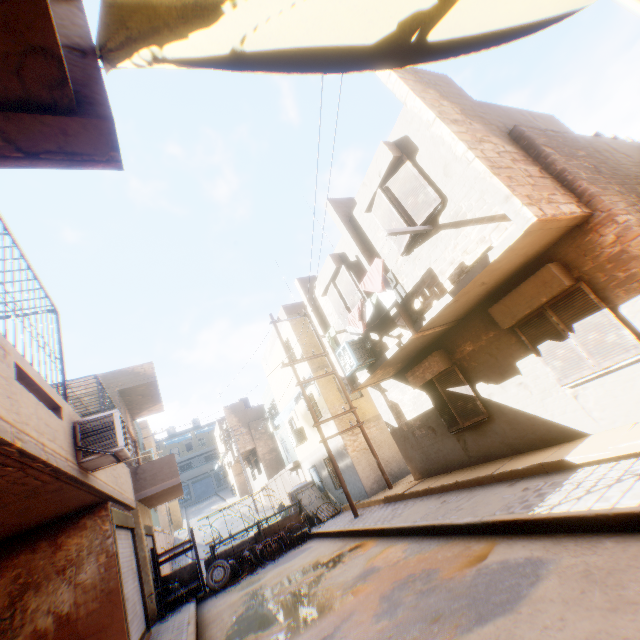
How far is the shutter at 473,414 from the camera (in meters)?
8.70

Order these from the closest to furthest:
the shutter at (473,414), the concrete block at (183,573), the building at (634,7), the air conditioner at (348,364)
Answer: the building at (634,7)
the shutter at (473,414)
the air conditioner at (348,364)
the concrete block at (183,573)

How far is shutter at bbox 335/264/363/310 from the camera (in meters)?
9.68

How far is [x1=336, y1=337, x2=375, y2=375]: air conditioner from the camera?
9.4m

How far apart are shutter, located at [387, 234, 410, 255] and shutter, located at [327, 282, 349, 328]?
2.0 meters

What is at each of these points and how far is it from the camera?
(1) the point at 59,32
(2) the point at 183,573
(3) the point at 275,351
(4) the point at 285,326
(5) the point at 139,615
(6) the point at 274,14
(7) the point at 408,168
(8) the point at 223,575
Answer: (1) building, 1.9m
(2) concrete block, 13.0m
(3) building, 19.6m
(4) building, 17.3m
(5) rolling overhead door, 8.8m
(6) tent, 1.9m
(7) shutter, 7.0m
(8) wheel, 12.4m

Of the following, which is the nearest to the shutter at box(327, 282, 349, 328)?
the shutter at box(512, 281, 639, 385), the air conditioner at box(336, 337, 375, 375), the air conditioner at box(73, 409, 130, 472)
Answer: the air conditioner at box(336, 337, 375, 375)

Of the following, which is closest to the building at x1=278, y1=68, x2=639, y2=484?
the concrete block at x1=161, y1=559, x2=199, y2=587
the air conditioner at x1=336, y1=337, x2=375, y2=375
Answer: the air conditioner at x1=336, y1=337, x2=375, y2=375
